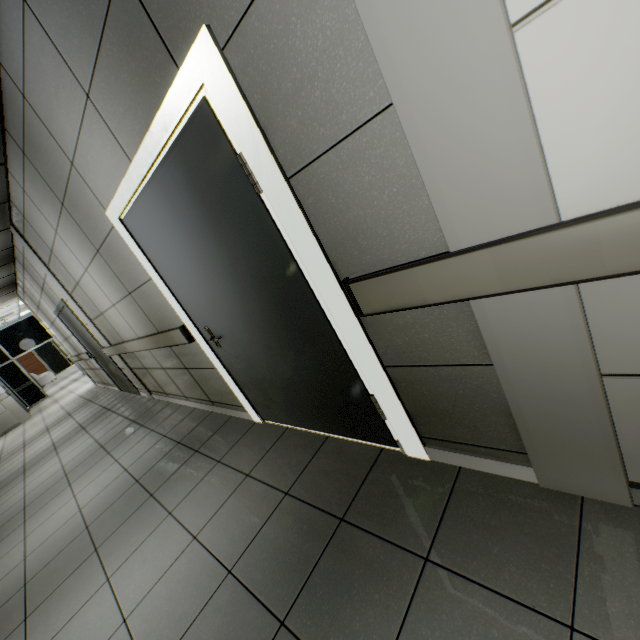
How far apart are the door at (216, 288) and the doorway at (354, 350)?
0.0m

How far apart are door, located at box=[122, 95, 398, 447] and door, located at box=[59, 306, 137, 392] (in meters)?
4.50

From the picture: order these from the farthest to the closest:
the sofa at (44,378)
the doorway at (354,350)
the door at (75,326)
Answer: the sofa at (44,378), the door at (75,326), the doorway at (354,350)

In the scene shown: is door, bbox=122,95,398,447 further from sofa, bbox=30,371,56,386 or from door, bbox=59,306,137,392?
sofa, bbox=30,371,56,386

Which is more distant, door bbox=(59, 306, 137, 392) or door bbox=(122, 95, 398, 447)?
door bbox=(59, 306, 137, 392)

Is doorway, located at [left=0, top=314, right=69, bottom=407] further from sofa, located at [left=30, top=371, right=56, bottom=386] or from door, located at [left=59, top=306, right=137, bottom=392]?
door, located at [left=59, top=306, right=137, bottom=392]

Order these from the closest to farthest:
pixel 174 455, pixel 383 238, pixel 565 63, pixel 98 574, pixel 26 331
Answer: pixel 565 63, pixel 383 238, pixel 98 574, pixel 174 455, pixel 26 331

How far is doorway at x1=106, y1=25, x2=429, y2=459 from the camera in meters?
1.2
